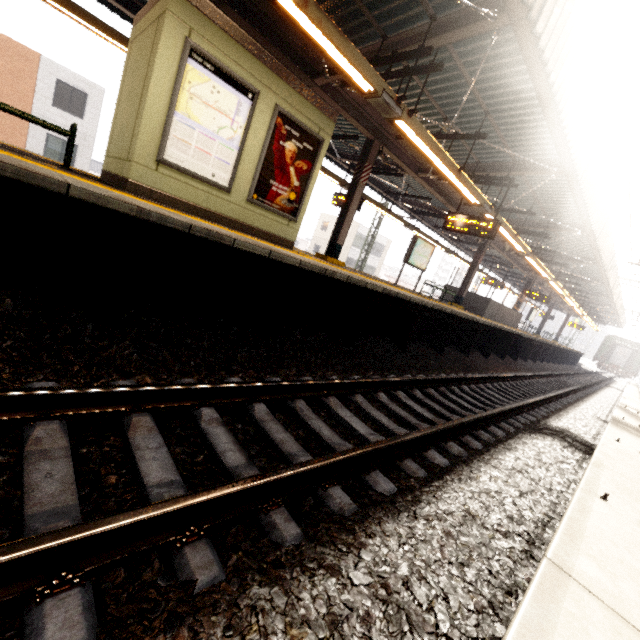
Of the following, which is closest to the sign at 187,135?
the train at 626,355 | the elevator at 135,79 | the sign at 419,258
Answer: the elevator at 135,79

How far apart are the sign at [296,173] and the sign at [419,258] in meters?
6.4 m

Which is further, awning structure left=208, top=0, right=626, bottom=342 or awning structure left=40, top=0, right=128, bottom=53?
awning structure left=40, top=0, right=128, bottom=53

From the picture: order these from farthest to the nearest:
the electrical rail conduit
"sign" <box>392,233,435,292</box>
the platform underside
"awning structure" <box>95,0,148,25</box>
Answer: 1. "sign" <box>392,233,435,292</box>
2. "awning structure" <box>95,0,148,25</box>
3. the platform underside
4. the electrical rail conduit

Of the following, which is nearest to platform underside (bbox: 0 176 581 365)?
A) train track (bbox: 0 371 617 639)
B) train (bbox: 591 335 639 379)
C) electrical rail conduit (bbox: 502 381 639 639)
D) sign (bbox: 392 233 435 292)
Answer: train track (bbox: 0 371 617 639)

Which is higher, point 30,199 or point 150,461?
point 30,199

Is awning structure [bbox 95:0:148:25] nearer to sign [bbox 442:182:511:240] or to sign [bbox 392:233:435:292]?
sign [bbox 442:182:511:240]

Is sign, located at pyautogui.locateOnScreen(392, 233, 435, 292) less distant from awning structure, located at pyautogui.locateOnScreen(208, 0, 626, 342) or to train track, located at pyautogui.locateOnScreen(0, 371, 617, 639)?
awning structure, located at pyautogui.locateOnScreen(208, 0, 626, 342)
